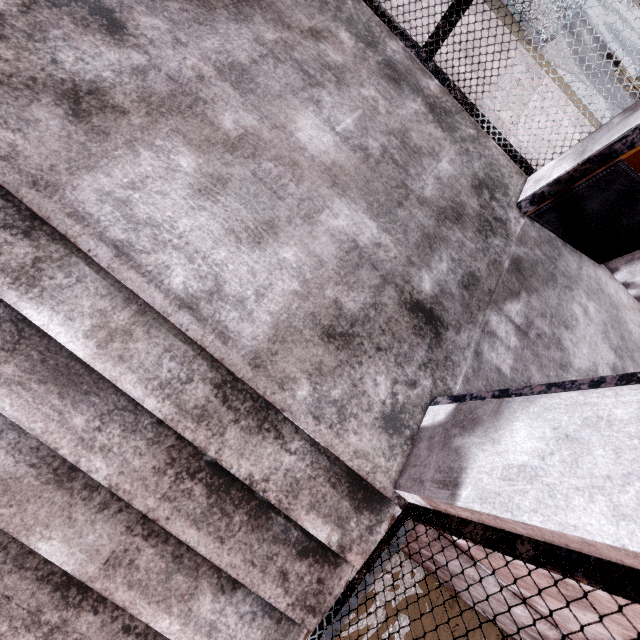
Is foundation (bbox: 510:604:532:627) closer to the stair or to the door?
the stair

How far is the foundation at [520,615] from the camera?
1.70m

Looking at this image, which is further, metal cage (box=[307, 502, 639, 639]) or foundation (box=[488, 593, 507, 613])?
foundation (box=[488, 593, 507, 613])

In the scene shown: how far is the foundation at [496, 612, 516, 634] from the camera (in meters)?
1.95

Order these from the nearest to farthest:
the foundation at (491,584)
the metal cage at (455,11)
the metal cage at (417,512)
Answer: the metal cage at (417,512)
the foundation at (491,584)
the metal cage at (455,11)

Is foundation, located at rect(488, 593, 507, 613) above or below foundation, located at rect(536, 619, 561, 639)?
below

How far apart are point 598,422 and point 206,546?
1.5m
